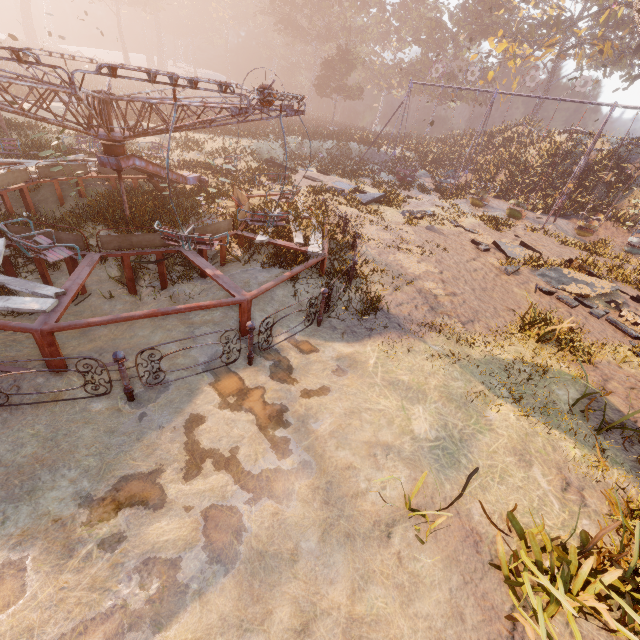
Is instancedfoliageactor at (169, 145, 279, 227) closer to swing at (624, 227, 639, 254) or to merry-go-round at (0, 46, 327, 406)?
merry-go-round at (0, 46, 327, 406)

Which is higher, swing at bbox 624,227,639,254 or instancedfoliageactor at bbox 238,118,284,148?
instancedfoliageactor at bbox 238,118,284,148

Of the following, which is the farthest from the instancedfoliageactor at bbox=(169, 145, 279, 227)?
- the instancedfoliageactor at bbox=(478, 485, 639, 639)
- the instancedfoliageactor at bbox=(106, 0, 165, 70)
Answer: the instancedfoliageactor at bbox=(478, 485, 639, 639)

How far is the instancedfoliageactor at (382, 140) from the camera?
30.4m

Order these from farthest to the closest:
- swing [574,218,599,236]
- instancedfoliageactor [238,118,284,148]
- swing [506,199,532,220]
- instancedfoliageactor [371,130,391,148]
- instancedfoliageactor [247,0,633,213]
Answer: instancedfoliageactor [371,130,391,148] < instancedfoliageactor [238,118,284,148] < instancedfoliageactor [247,0,633,213] < swing [506,199,532,220] < swing [574,218,599,236]

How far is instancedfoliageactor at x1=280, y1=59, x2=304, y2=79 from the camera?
58.34m

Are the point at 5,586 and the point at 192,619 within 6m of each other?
yes

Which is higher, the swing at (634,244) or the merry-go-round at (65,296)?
the merry-go-round at (65,296)
